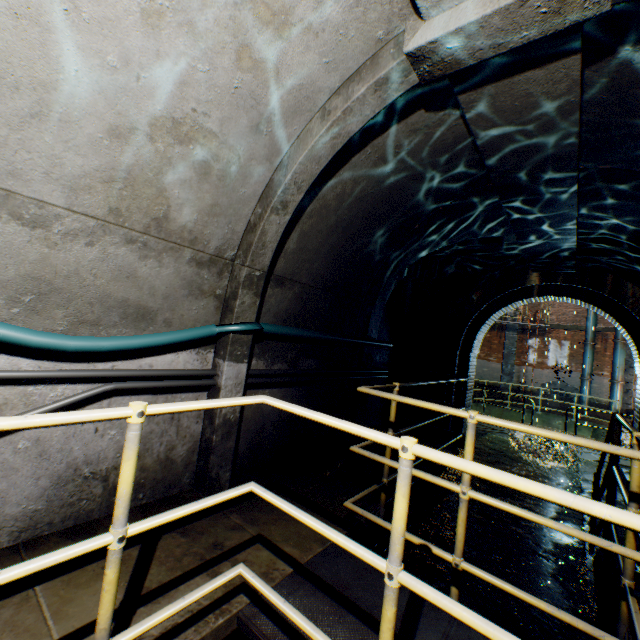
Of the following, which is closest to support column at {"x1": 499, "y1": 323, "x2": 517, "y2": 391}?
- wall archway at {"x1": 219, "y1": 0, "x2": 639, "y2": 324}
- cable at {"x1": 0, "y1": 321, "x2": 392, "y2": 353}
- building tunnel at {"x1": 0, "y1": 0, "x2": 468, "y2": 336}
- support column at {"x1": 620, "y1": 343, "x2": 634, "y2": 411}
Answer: support column at {"x1": 620, "y1": 343, "x2": 634, "y2": 411}

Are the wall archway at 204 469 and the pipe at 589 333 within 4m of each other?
no

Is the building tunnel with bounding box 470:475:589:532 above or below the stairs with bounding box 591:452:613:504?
below

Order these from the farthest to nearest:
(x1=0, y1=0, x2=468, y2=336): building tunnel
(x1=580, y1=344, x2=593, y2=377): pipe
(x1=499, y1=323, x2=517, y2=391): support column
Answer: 1. (x1=499, y1=323, x2=517, y2=391): support column
2. (x1=580, y1=344, x2=593, y2=377): pipe
3. (x1=0, y1=0, x2=468, y2=336): building tunnel

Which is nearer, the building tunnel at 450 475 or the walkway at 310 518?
the walkway at 310 518

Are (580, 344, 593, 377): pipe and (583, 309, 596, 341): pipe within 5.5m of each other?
yes

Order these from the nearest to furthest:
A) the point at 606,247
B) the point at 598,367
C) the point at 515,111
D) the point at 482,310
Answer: the point at 515,111
the point at 606,247
the point at 482,310
the point at 598,367
